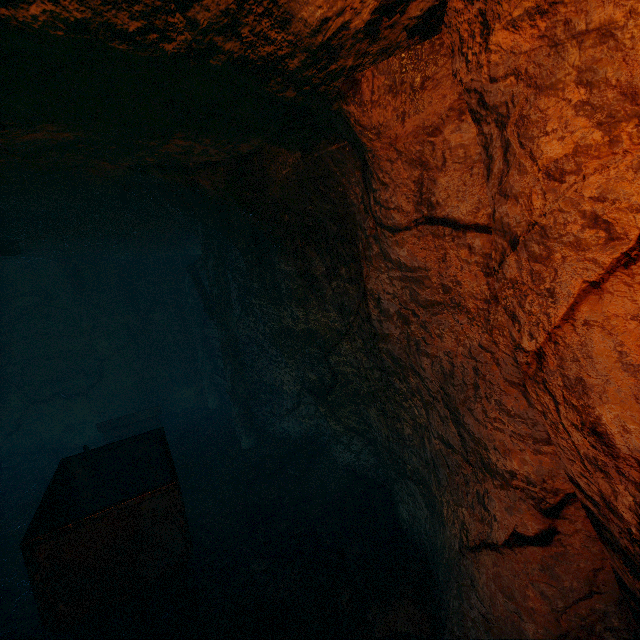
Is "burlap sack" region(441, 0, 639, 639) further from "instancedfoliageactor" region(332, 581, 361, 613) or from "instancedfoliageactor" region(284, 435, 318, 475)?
"instancedfoliageactor" region(284, 435, 318, 475)

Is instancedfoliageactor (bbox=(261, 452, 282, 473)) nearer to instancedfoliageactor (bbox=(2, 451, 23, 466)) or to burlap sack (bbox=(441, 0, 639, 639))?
burlap sack (bbox=(441, 0, 639, 639))

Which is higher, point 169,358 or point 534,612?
point 169,358

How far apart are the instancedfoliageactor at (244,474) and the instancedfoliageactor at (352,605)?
2.6m

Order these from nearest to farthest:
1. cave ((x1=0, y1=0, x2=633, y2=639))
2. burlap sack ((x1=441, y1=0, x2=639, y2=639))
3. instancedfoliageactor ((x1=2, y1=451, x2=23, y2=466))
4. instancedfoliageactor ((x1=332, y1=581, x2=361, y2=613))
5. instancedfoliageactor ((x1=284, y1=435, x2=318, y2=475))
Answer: burlap sack ((x1=441, y1=0, x2=639, y2=639)) → cave ((x1=0, y1=0, x2=633, y2=639)) → instancedfoliageactor ((x1=332, y1=581, x2=361, y2=613)) → instancedfoliageactor ((x1=284, y1=435, x2=318, y2=475)) → instancedfoliageactor ((x1=2, y1=451, x2=23, y2=466))

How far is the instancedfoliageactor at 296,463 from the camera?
5.3m

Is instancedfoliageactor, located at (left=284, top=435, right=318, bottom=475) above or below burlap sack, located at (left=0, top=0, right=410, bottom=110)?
below

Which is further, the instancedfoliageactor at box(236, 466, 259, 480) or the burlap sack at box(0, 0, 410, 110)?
the instancedfoliageactor at box(236, 466, 259, 480)
